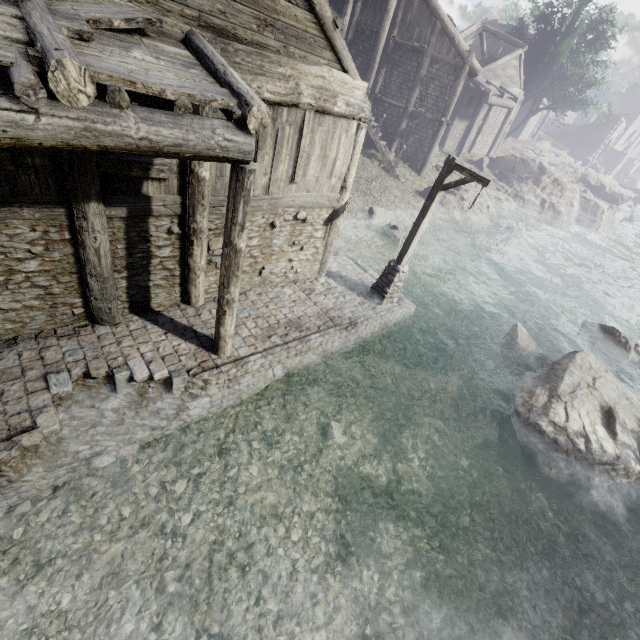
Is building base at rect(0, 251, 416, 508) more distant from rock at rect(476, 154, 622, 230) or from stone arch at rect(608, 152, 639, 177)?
stone arch at rect(608, 152, 639, 177)

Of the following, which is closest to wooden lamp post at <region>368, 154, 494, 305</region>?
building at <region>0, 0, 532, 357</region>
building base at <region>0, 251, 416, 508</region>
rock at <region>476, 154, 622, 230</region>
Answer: building base at <region>0, 251, 416, 508</region>

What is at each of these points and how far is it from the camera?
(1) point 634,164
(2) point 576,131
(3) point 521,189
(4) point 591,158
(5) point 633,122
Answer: (1) stone arch, 56.00m
(2) building, 54.38m
(3) rock, 27.44m
(4) stone arch, 45.69m
(5) building, 48.88m

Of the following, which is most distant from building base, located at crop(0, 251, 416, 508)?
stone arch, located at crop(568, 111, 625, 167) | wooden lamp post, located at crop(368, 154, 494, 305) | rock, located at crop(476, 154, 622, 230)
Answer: stone arch, located at crop(568, 111, 625, 167)

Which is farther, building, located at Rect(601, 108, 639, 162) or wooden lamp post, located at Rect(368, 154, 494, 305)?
building, located at Rect(601, 108, 639, 162)

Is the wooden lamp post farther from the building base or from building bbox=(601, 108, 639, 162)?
building bbox=(601, 108, 639, 162)

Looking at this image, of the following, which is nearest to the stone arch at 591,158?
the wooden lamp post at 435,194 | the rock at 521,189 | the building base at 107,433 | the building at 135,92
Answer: the building at 135,92

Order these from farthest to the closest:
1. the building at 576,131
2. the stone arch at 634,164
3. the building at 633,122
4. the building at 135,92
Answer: the stone arch at 634,164
the building at 633,122
the building at 576,131
the building at 135,92
